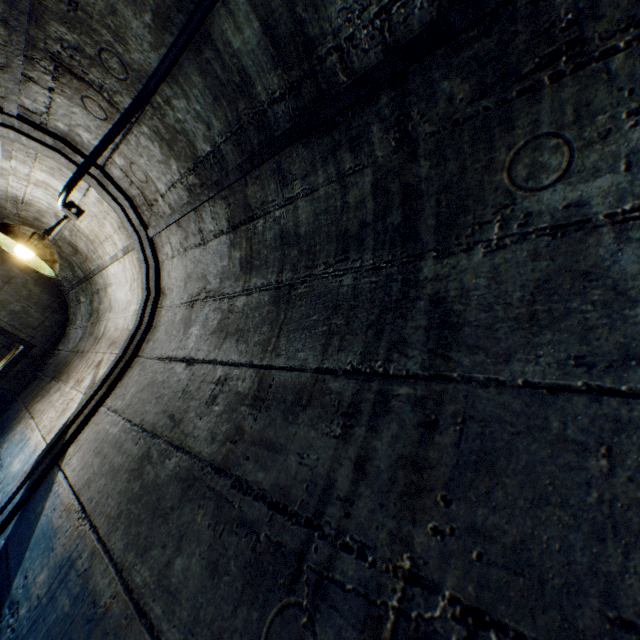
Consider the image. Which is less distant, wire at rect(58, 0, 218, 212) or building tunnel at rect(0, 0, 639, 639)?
building tunnel at rect(0, 0, 639, 639)

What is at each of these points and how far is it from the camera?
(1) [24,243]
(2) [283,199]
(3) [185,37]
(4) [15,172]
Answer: (1) ceiling light, 2.1m
(2) building tunnel, 1.2m
(3) wire, 1.0m
(4) building tunnel, 2.2m

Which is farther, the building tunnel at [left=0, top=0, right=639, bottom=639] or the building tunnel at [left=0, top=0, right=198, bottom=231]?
the building tunnel at [left=0, top=0, right=198, bottom=231]

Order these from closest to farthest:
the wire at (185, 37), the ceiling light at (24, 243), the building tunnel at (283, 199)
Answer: the building tunnel at (283, 199), the wire at (185, 37), the ceiling light at (24, 243)

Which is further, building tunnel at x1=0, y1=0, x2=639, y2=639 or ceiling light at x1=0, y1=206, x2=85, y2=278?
ceiling light at x1=0, y1=206, x2=85, y2=278

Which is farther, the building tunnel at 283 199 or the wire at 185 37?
the wire at 185 37

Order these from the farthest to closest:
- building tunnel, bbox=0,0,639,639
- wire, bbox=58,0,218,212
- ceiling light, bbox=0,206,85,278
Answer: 1. ceiling light, bbox=0,206,85,278
2. wire, bbox=58,0,218,212
3. building tunnel, bbox=0,0,639,639
